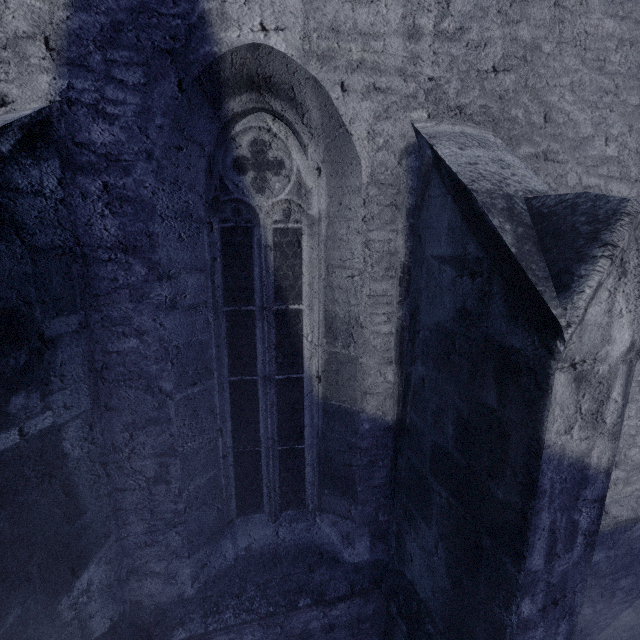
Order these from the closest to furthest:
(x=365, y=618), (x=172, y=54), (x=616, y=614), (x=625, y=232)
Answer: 1. (x=625, y=232)
2. (x=172, y=54)
3. (x=365, y=618)
4. (x=616, y=614)
